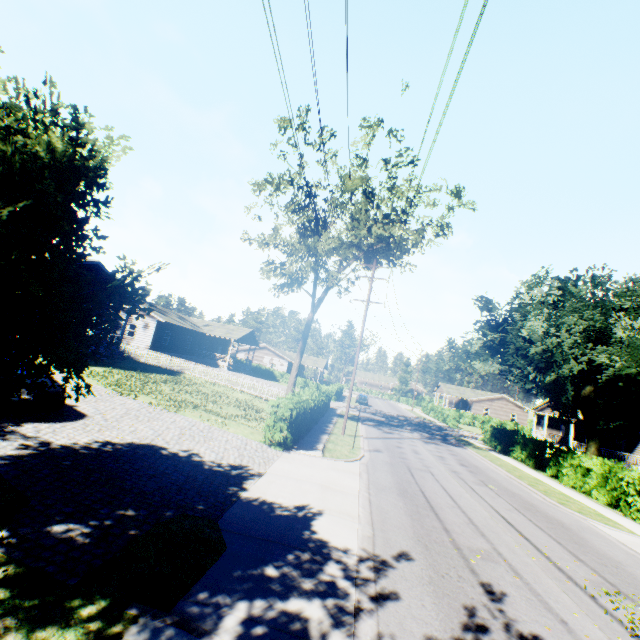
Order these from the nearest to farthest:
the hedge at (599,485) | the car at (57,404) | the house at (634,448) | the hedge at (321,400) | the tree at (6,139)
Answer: the tree at (6,139) → the car at (57,404) → the hedge at (321,400) → the hedge at (599,485) → the house at (634,448)

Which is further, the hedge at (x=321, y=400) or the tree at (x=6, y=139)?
the hedge at (x=321, y=400)

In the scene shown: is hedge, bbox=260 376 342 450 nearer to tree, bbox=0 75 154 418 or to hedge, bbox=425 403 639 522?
tree, bbox=0 75 154 418

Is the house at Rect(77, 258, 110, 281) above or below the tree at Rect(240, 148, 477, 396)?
below

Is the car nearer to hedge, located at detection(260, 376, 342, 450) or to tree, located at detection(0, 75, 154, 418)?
tree, located at detection(0, 75, 154, 418)

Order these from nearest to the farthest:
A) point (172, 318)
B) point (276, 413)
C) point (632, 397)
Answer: point (276, 413) < point (632, 397) < point (172, 318)

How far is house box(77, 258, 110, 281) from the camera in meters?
21.5

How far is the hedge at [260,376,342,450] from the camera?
14.1m
